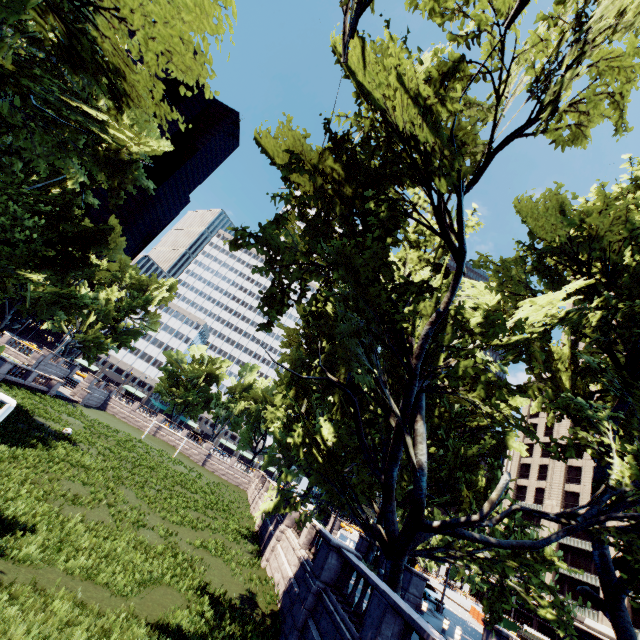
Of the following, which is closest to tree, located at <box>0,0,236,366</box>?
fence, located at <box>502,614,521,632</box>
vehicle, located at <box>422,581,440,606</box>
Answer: vehicle, located at <box>422,581,440,606</box>

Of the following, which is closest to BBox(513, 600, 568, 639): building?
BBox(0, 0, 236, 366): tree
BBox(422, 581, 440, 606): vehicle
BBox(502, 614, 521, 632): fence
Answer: BBox(502, 614, 521, 632): fence

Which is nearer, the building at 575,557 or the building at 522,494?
the building at 575,557

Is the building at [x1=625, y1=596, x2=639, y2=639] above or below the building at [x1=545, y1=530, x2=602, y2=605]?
below

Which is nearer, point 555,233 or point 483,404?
point 483,404

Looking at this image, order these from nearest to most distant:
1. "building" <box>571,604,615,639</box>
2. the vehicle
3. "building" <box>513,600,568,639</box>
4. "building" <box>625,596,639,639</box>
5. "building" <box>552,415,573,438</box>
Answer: the vehicle → "building" <box>625,596,639,639</box> → "building" <box>571,604,615,639</box> → "building" <box>513,600,568,639</box> → "building" <box>552,415,573,438</box>

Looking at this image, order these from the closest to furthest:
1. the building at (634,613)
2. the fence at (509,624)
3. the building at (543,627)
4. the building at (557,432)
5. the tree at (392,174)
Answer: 1. the tree at (392,174)
2. the fence at (509,624)
3. the building at (634,613)
4. the building at (543,627)
5. the building at (557,432)

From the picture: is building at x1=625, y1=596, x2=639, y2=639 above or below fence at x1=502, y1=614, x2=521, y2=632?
above
